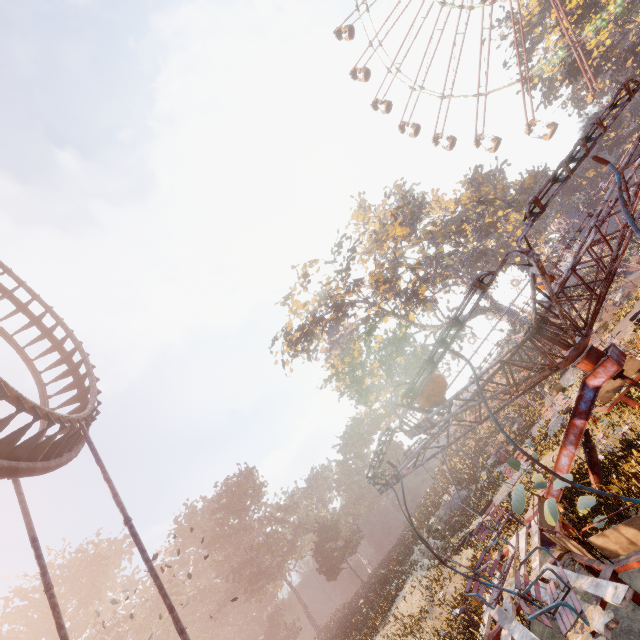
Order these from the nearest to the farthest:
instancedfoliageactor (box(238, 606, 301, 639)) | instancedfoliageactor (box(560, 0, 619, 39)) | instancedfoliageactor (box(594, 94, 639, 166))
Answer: instancedfoliageactor (box(560, 0, 619, 39))
instancedfoliageactor (box(594, 94, 639, 166))
instancedfoliageactor (box(238, 606, 301, 639))

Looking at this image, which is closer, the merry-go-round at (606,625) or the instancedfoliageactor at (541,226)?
the merry-go-round at (606,625)

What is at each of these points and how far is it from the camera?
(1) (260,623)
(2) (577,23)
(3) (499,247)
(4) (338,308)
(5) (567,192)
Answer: (1) instancedfoliageactor, 59.7 meters
(2) instancedfoliageactor, 34.0 meters
(3) instancedfoliageactor, 54.6 meters
(4) tree, 34.5 meters
(5) instancedfoliageactor, 56.5 meters

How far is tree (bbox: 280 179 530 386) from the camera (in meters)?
34.62

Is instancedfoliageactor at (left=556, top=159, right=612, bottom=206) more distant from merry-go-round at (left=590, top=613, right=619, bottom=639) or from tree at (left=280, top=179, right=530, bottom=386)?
merry-go-round at (left=590, top=613, right=619, bottom=639)

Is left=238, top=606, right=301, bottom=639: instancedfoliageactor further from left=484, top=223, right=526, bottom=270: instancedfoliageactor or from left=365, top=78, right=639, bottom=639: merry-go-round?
left=484, top=223, right=526, bottom=270: instancedfoliageactor

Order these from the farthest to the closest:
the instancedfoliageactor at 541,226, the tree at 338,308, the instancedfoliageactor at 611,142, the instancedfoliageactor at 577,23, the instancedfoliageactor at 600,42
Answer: the instancedfoliageactor at 541,226
the instancedfoliageactor at 611,142
the tree at 338,308
the instancedfoliageactor at 577,23
the instancedfoliageactor at 600,42

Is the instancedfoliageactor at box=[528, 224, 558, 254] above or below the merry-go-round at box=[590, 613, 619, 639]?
above
